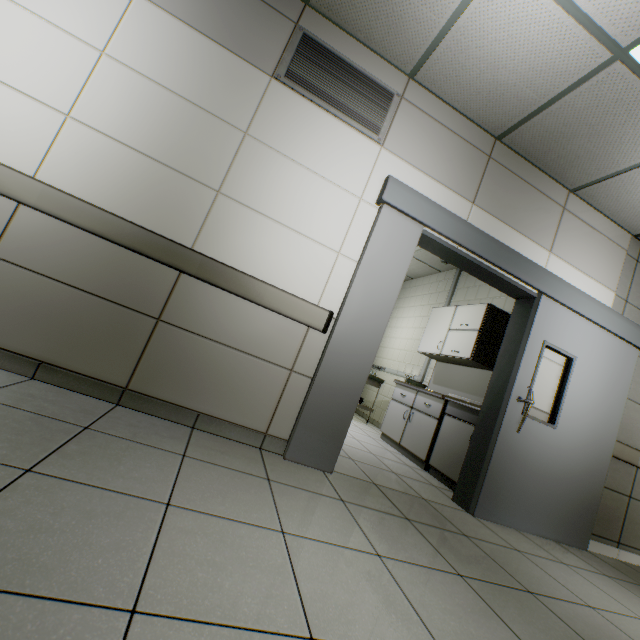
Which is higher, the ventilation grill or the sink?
the ventilation grill

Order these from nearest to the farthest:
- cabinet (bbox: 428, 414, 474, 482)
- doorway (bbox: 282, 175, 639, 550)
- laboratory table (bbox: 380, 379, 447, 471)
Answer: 1. doorway (bbox: 282, 175, 639, 550)
2. cabinet (bbox: 428, 414, 474, 482)
3. laboratory table (bbox: 380, 379, 447, 471)

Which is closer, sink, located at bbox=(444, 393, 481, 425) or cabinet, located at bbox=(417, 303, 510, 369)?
sink, located at bbox=(444, 393, 481, 425)

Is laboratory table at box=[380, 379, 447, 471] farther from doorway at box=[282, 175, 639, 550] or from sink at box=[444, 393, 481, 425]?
doorway at box=[282, 175, 639, 550]

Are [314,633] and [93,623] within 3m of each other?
yes

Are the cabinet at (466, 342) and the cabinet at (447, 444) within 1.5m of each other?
yes

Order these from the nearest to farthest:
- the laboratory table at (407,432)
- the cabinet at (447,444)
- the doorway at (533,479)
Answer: the doorway at (533,479)
the cabinet at (447,444)
the laboratory table at (407,432)

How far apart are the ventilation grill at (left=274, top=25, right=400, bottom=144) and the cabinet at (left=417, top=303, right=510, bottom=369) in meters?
2.7
